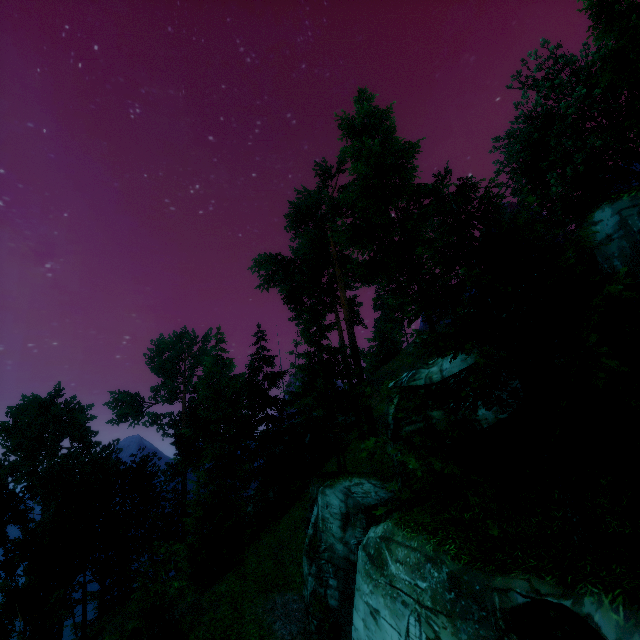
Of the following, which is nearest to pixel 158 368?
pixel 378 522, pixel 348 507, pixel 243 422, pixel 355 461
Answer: pixel 243 422
